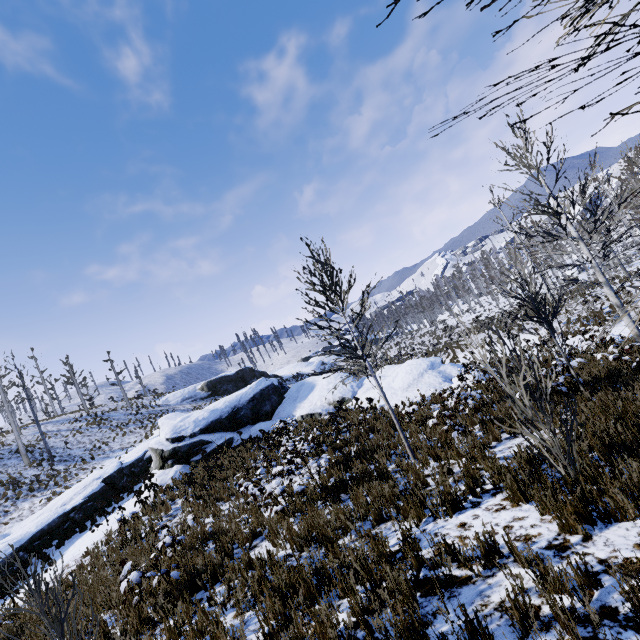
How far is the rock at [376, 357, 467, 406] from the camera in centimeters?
1581cm

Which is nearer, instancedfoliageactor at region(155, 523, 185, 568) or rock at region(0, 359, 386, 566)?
instancedfoliageactor at region(155, 523, 185, 568)

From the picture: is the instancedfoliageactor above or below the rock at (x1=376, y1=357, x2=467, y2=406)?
above

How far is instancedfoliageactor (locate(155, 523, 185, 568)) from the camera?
6.3m

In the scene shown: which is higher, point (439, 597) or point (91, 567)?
point (91, 567)

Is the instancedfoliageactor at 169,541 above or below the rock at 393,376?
above
